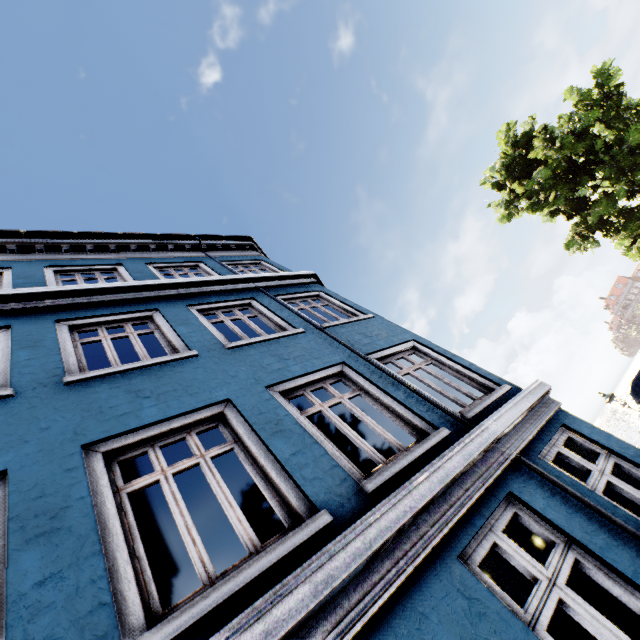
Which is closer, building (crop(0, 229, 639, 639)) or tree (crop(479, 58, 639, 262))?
building (crop(0, 229, 639, 639))

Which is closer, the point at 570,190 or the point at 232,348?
the point at 232,348

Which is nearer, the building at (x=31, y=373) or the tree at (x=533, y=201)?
the building at (x=31, y=373)
